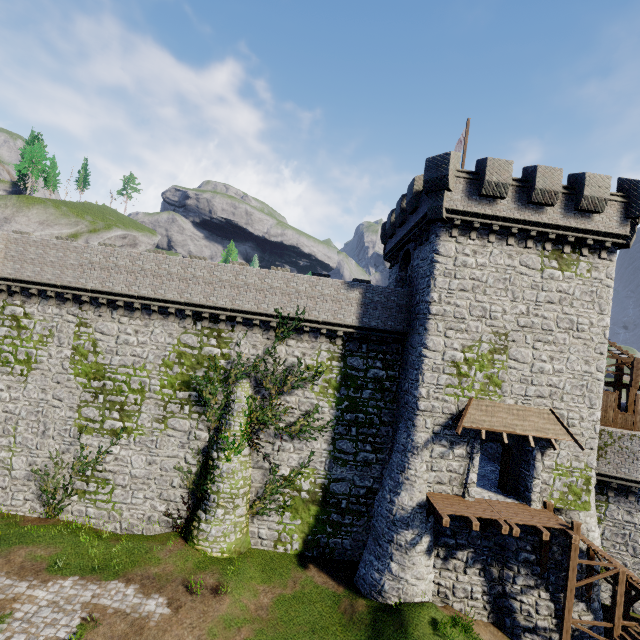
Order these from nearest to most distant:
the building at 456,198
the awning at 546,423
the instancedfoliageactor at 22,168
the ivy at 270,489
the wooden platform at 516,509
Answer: the wooden platform at 516,509 → the awning at 546,423 → the building at 456,198 → the ivy at 270,489 → the instancedfoliageactor at 22,168

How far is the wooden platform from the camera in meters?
14.1

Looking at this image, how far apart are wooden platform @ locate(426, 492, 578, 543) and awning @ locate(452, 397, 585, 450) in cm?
309

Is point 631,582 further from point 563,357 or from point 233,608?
point 233,608

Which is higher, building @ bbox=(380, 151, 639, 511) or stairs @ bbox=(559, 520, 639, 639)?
building @ bbox=(380, 151, 639, 511)

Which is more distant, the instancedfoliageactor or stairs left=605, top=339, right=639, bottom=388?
the instancedfoliageactor

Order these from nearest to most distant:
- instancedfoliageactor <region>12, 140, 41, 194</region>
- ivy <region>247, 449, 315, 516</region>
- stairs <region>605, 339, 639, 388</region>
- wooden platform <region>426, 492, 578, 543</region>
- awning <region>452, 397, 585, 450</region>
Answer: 1. wooden platform <region>426, 492, 578, 543</region>
2. awning <region>452, 397, 585, 450</region>
3. ivy <region>247, 449, 315, 516</region>
4. stairs <region>605, 339, 639, 388</region>
5. instancedfoliageactor <region>12, 140, 41, 194</region>

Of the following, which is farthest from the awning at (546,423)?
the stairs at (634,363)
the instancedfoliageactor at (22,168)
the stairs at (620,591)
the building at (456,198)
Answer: the instancedfoliageactor at (22,168)
